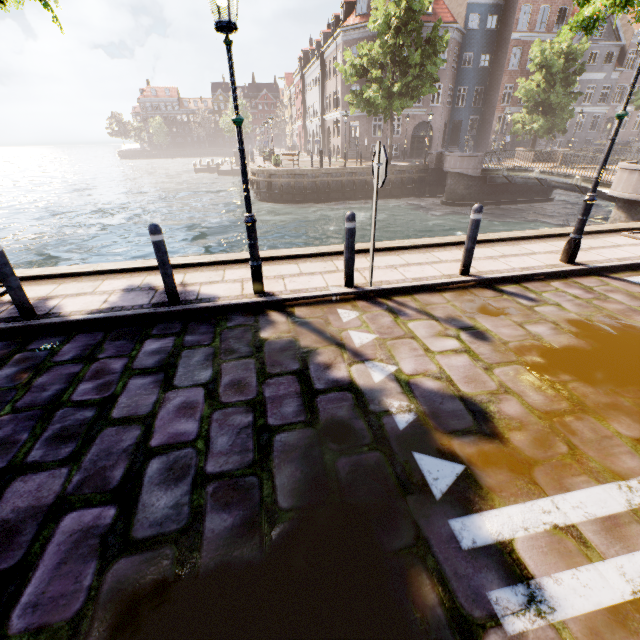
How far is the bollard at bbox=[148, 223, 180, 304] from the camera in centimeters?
411cm

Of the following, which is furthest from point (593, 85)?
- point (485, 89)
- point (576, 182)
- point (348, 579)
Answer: point (348, 579)

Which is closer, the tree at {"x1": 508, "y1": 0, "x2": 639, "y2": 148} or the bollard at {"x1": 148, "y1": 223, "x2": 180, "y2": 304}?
the bollard at {"x1": 148, "y1": 223, "x2": 180, "y2": 304}

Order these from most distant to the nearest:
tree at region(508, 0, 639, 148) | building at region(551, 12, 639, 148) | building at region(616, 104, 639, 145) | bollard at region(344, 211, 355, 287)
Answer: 1. building at region(616, 104, 639, 145)
2. building at region(551, 12, 639, 148)
3. tree at region(508, 0, 639, 148)
4. bollard at region(344, 211, 355, 287)

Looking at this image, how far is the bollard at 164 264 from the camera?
4.11m

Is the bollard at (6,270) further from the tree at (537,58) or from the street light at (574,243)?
the street light at (574,243)

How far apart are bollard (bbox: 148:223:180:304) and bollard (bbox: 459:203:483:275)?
4.5 meters

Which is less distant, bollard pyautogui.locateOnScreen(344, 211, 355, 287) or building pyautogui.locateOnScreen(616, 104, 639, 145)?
bollard pyautogui.locateOnScreen(344, 211, 355, 287)
